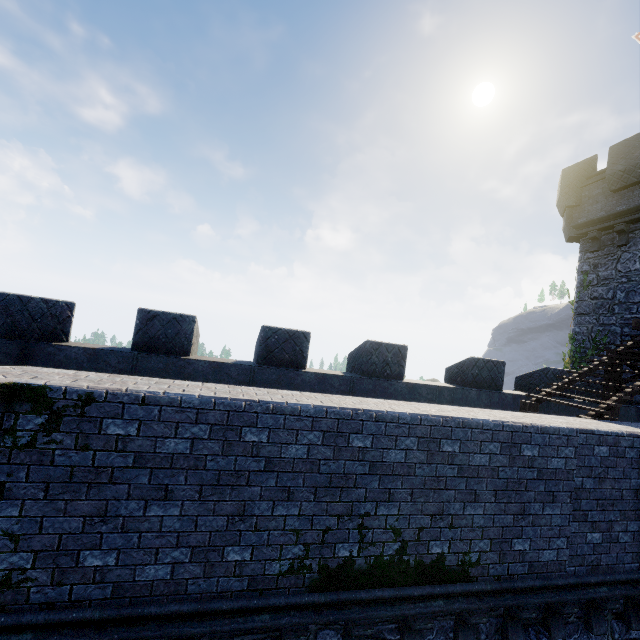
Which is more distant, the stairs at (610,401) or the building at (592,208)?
the building at (592,208)

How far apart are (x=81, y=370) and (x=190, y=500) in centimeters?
503cm

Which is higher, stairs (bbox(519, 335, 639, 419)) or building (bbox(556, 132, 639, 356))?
building (bbox(556, 132, 639, 356))

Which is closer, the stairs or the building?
the stairs

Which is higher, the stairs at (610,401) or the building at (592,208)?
the building at (592,208)
